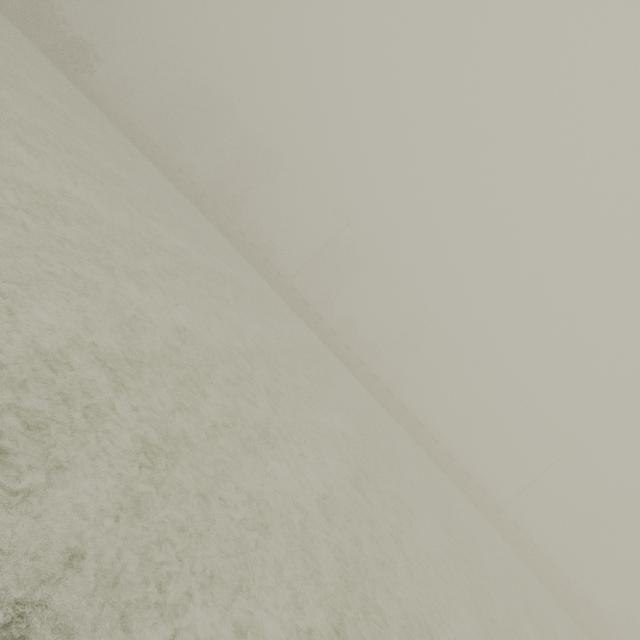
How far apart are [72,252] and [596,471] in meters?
54.5
